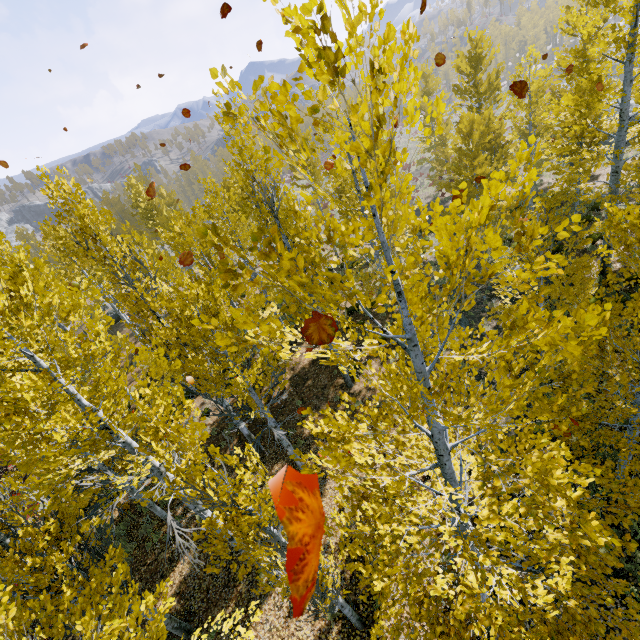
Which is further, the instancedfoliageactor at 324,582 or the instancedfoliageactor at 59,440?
the instancedfoliageactor at 324,582

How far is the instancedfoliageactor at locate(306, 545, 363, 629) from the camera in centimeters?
492cm

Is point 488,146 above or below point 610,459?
above

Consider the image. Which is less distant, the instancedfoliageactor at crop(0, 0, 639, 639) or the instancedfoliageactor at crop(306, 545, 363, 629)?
the instancedfoliageactor at crop(0, 0, 639, 639)

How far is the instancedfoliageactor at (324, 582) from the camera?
4.92m
